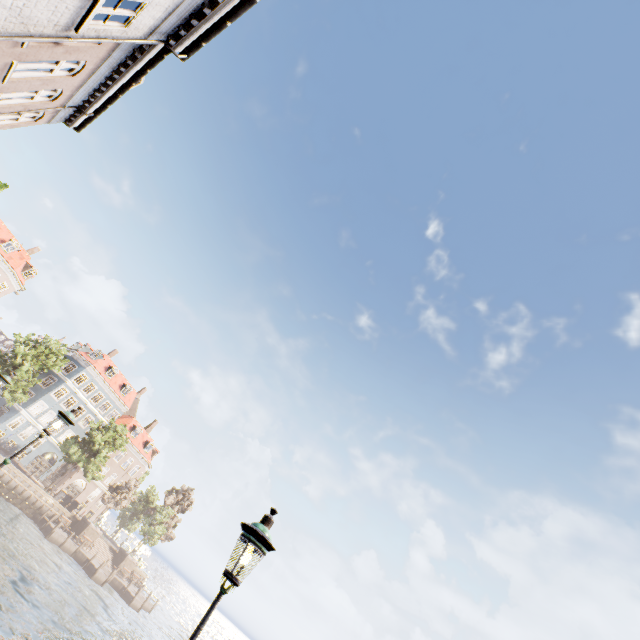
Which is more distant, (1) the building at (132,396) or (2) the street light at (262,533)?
(1) the building at (132,396)

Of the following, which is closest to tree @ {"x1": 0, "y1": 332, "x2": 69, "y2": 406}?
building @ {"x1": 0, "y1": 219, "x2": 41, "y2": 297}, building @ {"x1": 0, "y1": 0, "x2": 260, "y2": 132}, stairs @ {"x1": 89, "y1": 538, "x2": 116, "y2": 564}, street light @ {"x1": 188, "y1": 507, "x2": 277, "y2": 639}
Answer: building @ {"x1": 0, "y1": 0, "x2": 260, "y2": 132}

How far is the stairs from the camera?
41.2m

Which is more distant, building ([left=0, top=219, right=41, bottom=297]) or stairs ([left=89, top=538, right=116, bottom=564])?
building ([left=0, top=219, right=41, bottom=297])

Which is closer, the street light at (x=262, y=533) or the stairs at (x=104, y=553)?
the street light at (x=262, y=533)

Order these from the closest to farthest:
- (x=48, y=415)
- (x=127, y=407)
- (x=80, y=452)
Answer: (x=80, y=452)
(x=48, y=415)
(x=127, y=407)

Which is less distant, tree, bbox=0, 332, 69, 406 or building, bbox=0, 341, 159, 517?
tree, bbox=0, 332, 69, 406

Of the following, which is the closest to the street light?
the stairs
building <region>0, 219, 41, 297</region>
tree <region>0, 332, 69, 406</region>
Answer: tree <region>0, 332, 69, 406</region>
